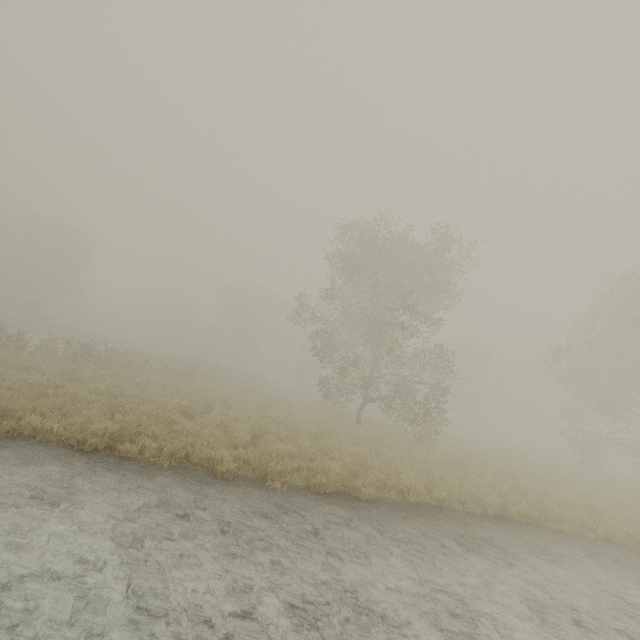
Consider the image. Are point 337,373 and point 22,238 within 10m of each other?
no
